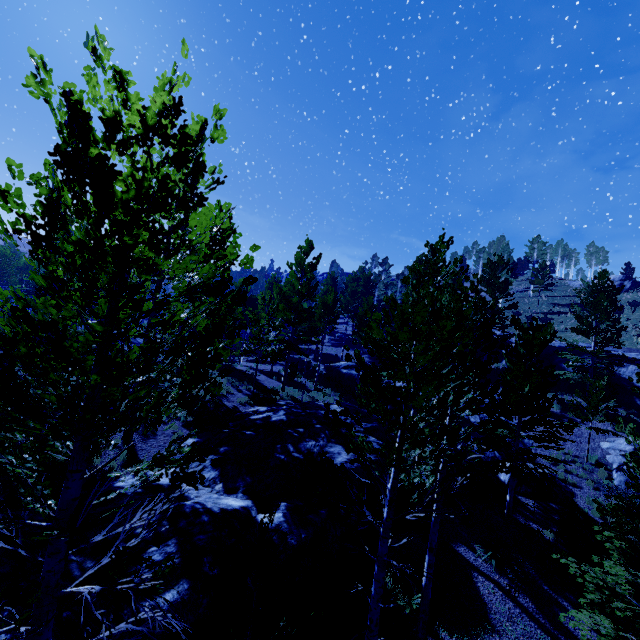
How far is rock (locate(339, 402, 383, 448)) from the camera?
14.5 meters

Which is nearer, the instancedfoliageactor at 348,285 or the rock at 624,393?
the instancedfoliageactor at 348,285

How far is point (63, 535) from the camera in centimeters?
272cm

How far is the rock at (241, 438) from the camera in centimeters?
713cm

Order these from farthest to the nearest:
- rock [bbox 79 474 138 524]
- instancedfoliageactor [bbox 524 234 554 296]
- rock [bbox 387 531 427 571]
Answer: instancedfoliageactor [bbox 524 234 554 296], rock [bbox 387 531 427 571], rock [bbox 79 474 138 524]

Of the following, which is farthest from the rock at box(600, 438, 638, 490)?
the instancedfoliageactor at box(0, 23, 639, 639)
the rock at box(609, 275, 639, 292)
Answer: the rock at box(609, 275, 639, 292)

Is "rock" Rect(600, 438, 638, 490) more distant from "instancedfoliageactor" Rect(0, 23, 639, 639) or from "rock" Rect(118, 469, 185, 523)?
"rock" Rect(118, 469, 185, 523)

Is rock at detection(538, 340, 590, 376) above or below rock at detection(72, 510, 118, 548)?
above
